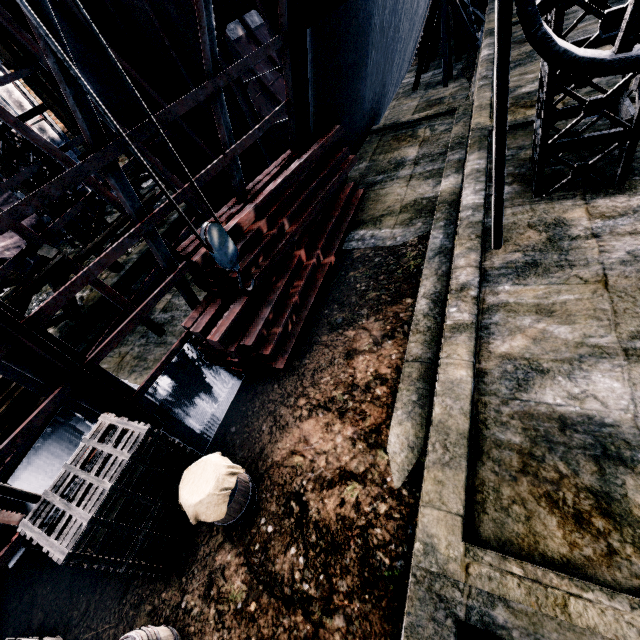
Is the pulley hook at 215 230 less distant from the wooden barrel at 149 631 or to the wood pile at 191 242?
the wood pile at 191 242

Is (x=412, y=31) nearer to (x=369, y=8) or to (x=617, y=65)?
(x=369, y=8)

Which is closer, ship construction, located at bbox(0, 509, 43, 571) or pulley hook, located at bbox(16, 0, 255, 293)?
pulley hook, located at bbox(16, 0, 255, 293)

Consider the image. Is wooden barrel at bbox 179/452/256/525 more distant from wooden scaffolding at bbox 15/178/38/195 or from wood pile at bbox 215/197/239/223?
wooden scaffolding at bbox 15/178/38/195

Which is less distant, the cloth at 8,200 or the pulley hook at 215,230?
the pulley hook at 215,230

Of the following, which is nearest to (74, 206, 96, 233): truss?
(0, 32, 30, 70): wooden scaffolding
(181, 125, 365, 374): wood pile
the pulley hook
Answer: (0, 32, 30, 70): wooden scaffolding

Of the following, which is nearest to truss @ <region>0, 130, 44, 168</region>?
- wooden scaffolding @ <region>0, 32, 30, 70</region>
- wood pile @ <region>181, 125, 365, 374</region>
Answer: wooden scaffolding @ <region>0, 32, 30, 70</region>

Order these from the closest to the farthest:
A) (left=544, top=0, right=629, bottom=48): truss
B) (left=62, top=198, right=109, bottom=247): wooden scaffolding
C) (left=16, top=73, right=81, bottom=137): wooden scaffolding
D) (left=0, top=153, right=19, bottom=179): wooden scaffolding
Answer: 1. (left=544, top=0, right=629, bottom=48): truss
2. (left=0, top=153, right=19, bottom=179): wooden scaffolding
3. (left=16, top=73, right=81, bottom=137): wooden scaffolding
4. (left=62, top=198, right=109, bottom=247): wooden scaffolding
